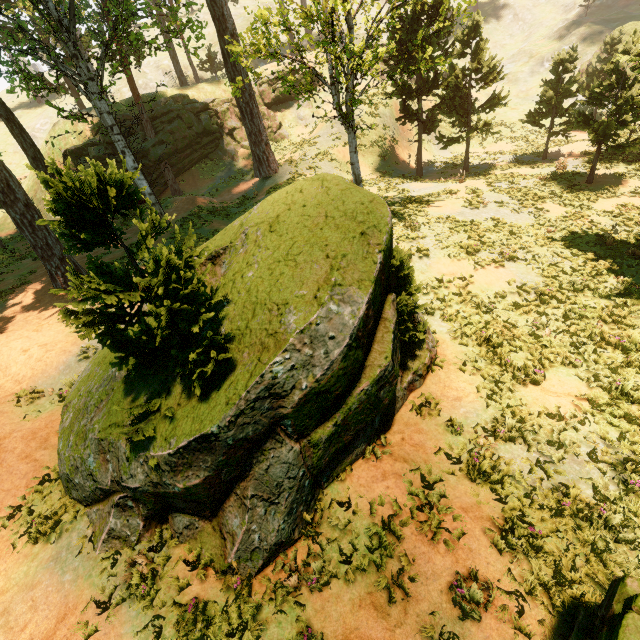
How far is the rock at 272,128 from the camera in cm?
3334

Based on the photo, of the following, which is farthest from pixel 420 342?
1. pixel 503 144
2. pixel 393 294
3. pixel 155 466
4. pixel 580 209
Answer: pixel 503 144

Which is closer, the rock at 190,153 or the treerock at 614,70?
the treerock at 614,70

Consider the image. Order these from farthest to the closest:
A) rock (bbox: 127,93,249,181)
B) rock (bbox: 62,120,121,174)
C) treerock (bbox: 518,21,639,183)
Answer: rock (bbox: 127,93,249,181)
rock (bbox: 62,120,121,174)
treerock (bbox: 518,21,639,183)

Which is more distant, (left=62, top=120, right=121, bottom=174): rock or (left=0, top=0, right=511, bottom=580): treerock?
(left=62, top=120, right=121, bottom=174): rock

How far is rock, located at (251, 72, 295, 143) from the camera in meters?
33.3 m

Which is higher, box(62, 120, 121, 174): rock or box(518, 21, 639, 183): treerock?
box(62, 120, 121, 174): rock

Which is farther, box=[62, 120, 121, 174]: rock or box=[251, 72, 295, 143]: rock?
box=[251, 72, 295, 143]: rock
